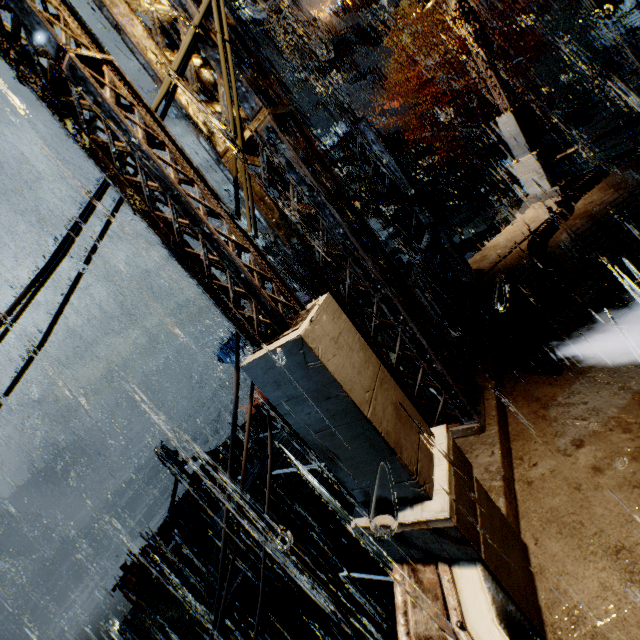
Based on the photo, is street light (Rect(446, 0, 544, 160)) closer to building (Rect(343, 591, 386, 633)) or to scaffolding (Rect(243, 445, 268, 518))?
building (Rect(343, 591, 386, 633))

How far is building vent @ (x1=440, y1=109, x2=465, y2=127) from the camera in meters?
31.6 m

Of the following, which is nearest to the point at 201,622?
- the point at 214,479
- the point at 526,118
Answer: the point at 214,479

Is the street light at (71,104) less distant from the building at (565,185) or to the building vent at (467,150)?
the building at (565,185)

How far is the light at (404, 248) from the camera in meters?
8.0

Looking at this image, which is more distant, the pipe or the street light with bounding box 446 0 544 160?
the street light with bounding box 446 0 544 160

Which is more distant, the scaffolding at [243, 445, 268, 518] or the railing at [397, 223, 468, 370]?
the scaffolding at [243, 445, 268, 518]

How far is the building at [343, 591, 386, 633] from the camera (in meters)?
11.87
